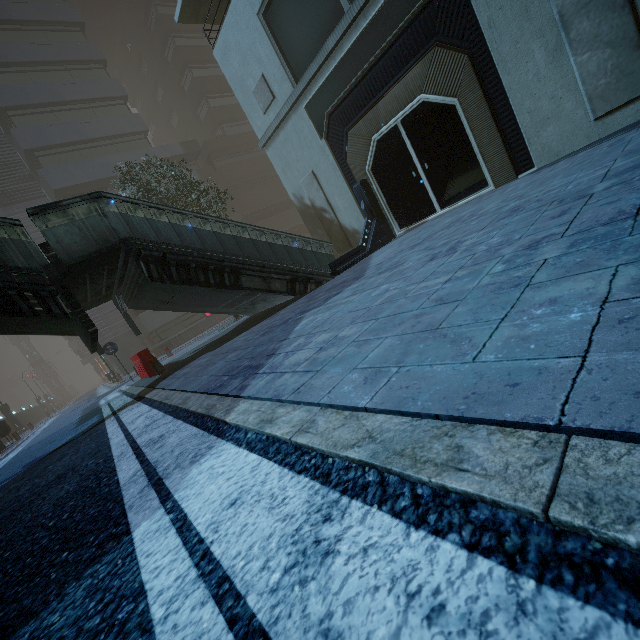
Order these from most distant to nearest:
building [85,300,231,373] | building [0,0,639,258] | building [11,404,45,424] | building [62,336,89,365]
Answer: building [62,336,89,365], building [11,404,45,424], building [85,300,231,373], building [0,0,639,258]

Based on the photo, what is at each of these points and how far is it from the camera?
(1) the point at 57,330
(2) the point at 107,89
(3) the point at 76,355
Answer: (1) stairs, 8.6 meters
(2) building, 25.9 meters
(3) building, 52.8 meters

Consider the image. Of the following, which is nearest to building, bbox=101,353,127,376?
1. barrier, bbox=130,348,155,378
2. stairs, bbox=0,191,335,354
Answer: stairs, bbox=0,191,335,354

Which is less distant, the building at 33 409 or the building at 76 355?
the building at 33 409

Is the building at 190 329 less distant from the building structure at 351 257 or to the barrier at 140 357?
the building structure at 351 257

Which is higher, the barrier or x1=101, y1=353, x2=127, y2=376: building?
x1=101, y1=353, x2=127, y2=376: building
